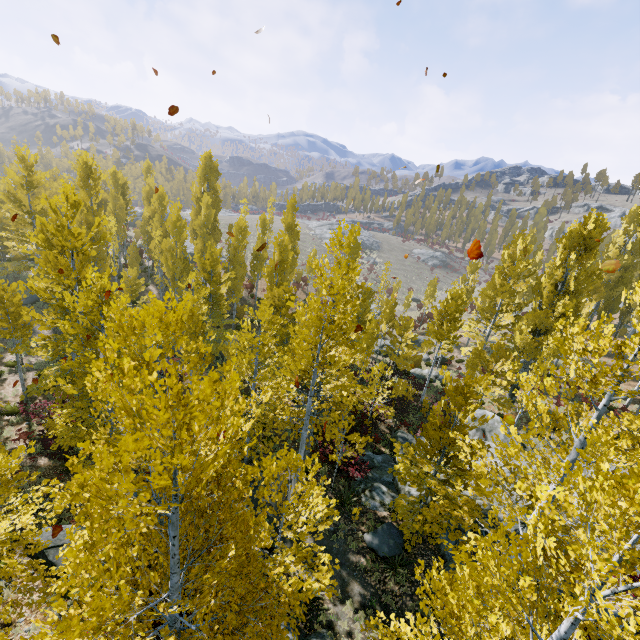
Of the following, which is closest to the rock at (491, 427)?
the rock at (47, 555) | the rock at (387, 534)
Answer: the rock at (387, 534)

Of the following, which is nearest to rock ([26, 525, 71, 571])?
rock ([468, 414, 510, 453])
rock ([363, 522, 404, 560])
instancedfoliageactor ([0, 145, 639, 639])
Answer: instancedfoliageactor ([0, 145, 639, 639])

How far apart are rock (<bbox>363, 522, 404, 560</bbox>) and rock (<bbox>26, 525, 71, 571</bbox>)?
9.27m

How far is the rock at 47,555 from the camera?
9.4m

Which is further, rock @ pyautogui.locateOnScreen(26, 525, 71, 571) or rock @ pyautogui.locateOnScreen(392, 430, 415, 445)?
rock @ pyautogui.locateOnScreen(392, 430, 415, 445)

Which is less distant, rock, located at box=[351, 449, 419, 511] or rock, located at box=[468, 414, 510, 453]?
rock, located at box=[351, 449, 419, 511]

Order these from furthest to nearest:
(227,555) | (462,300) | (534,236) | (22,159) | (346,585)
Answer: (534,236), (22,159), (462,300), (346,585), (227,555)
